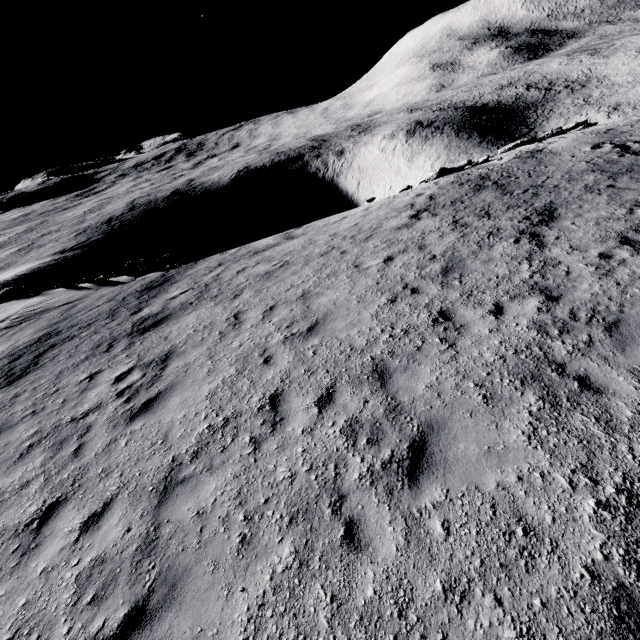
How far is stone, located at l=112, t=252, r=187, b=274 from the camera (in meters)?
18.03

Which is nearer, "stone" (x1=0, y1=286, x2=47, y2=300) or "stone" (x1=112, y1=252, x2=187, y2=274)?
"stone" (x1=112, y1=252, x2=187, y2=274)

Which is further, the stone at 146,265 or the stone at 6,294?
the stone at 6,294

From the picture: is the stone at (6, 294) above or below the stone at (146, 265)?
above

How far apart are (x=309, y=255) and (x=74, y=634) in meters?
10.8 m

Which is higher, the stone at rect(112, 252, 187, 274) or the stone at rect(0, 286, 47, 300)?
the stone at rect(0, 286, 47, 300)
